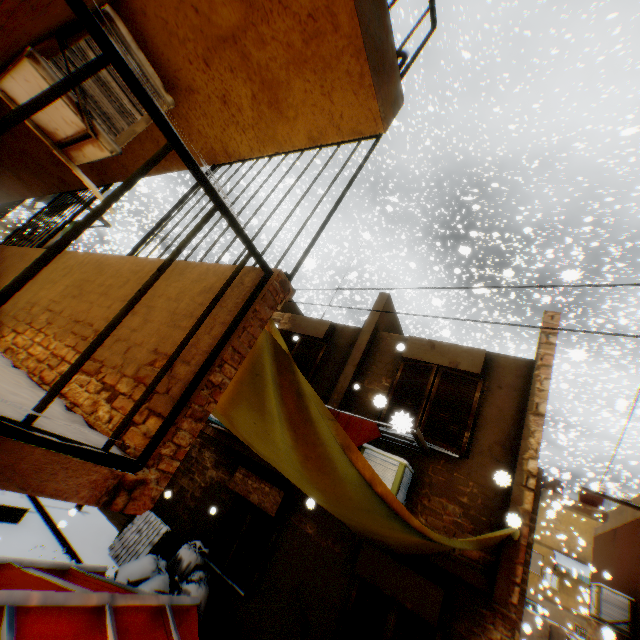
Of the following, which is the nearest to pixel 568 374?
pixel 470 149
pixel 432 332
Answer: pixel 432 332

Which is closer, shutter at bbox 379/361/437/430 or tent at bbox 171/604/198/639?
Result: shutter at bbox 379/361/437/430

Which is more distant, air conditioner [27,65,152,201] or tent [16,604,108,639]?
air conditioner [27,65,152,201]

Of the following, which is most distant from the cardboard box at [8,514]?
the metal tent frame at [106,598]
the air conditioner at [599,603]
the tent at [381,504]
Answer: the air conditioner at [599,603]

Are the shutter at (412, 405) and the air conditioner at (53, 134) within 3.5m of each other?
yes

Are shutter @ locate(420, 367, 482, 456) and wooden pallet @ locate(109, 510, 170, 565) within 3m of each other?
no

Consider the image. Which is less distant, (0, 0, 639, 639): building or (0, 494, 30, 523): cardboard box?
(0, 0, 639, 639): building

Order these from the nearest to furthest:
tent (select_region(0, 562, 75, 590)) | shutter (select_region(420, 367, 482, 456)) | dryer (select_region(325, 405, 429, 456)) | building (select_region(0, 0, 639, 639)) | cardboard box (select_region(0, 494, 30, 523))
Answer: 1. building (select_region(0, 0, 639, 639))
2. tent (select_region(0, 562, 75, 590))
3. dryer (select_region(325, 405, 429, 456))
4. shutter (select_region(420, 367, 482, 456))
5. cardboard box (select_region(0, 494, 30, 523))
